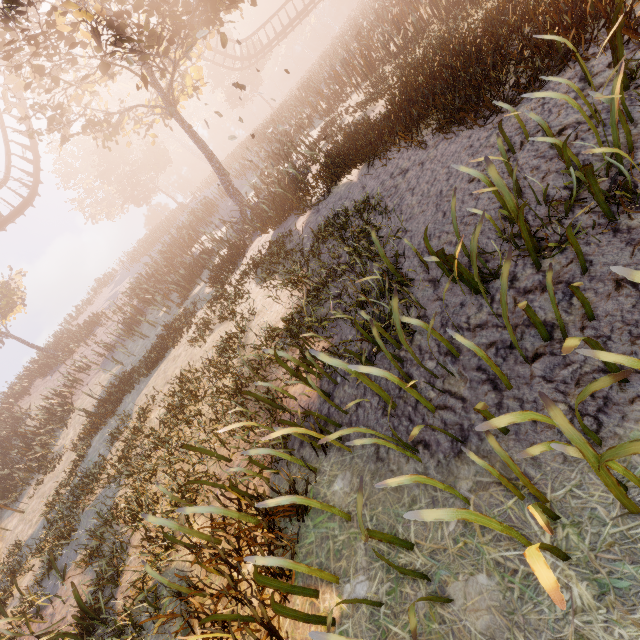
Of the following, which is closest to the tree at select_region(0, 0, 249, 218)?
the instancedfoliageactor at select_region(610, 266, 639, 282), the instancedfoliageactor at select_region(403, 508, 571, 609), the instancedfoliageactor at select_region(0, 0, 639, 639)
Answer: the instancedfoliageactor at select_region(610, 266, 639, 282)

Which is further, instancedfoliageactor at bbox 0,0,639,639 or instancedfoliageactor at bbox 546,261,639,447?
instancedfoliageactor at bbox 0,0,639,639

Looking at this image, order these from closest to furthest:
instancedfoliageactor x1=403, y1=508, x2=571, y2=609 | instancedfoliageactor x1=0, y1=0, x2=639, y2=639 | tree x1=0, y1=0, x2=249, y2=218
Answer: instancedfoliageactor x1=403, y1=508, x2=571, y2=609 < instancedfoliageactor x1=0, y1=0, x2=639, y2=639 < tree x1=0, y1=0, x2=249, y2=218

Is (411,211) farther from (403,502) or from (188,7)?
(188,7)

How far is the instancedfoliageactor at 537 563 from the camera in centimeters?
122cm

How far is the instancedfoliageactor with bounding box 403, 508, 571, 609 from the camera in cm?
122

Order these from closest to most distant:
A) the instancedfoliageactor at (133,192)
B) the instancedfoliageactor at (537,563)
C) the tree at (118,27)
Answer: the instancedfoliageactor at (537,563) → the instancedfoliageactor at (133,192) → the tree at (118,27)

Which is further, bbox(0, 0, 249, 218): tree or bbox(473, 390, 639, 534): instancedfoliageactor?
bbox(0, 0, 249, 218): tree
